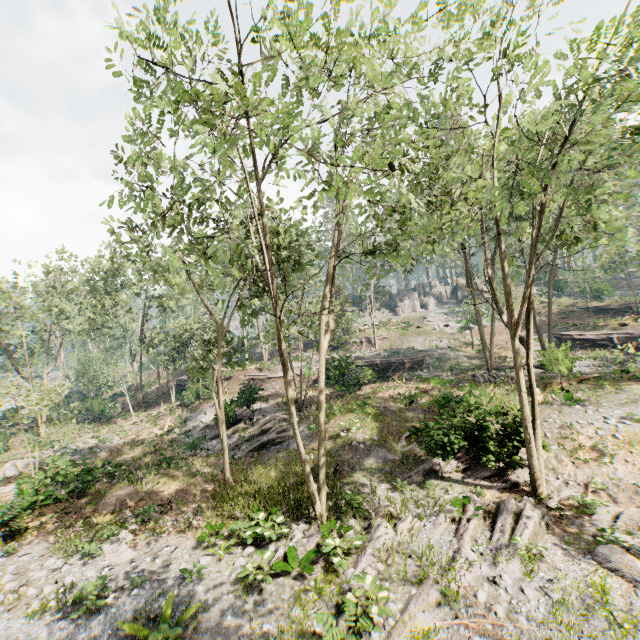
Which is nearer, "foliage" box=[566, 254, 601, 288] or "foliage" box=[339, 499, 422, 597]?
"foliage" box=[339, 499, 422, 597]

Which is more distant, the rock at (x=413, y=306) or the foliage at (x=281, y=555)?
the rock at (x=413, y=306)

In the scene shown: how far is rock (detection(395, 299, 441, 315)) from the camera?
58.8 meters

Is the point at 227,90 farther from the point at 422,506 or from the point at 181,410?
the point at 181,410

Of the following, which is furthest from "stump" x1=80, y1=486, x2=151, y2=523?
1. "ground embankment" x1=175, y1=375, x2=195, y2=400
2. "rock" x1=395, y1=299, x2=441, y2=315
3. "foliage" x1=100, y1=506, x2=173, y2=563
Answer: "rock" x1=395, y1=299, x2=441, y2=315

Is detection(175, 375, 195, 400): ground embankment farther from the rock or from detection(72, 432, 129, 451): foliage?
the rock

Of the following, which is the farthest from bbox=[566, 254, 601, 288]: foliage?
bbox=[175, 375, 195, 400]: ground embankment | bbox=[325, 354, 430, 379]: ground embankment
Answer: bbox=[175, 375, 195, 400]: ground embankment

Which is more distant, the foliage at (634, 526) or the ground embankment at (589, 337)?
the ground embankment at (589, 337)
